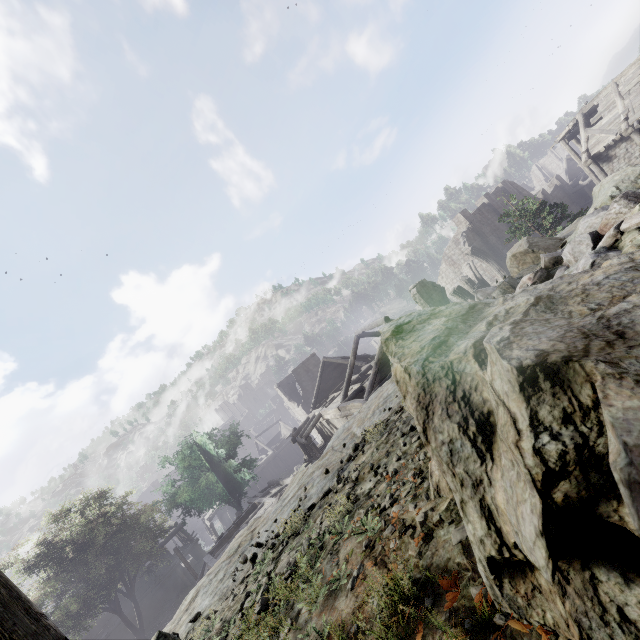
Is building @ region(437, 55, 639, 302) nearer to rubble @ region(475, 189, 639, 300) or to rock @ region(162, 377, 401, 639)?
rock @ region(162, 377, 401, 639)

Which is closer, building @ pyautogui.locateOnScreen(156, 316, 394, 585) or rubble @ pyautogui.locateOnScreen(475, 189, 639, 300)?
rubble @ pyautogui.locateOnScreen(475, 189, 639, 300)

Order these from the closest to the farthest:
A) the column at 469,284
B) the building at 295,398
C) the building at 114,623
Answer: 1. the building at 295,398
2. the building at 114,623
3. the column at 469,284

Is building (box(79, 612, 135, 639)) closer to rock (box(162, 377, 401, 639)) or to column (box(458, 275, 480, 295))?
rock (box(162, 377, 401, 639))

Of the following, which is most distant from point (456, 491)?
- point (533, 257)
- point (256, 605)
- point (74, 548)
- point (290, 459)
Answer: point (290, 459)

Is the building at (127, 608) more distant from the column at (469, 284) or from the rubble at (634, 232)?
the rubble at (634, 232)

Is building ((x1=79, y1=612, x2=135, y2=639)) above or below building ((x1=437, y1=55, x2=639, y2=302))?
below

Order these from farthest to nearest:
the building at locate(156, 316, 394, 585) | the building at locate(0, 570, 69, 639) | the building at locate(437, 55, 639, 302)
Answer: the building at locate(437, 55, 639, 302) < the building at locate(156, 316, 394, 585) < the building at locate(0, 570, 69, 639)
